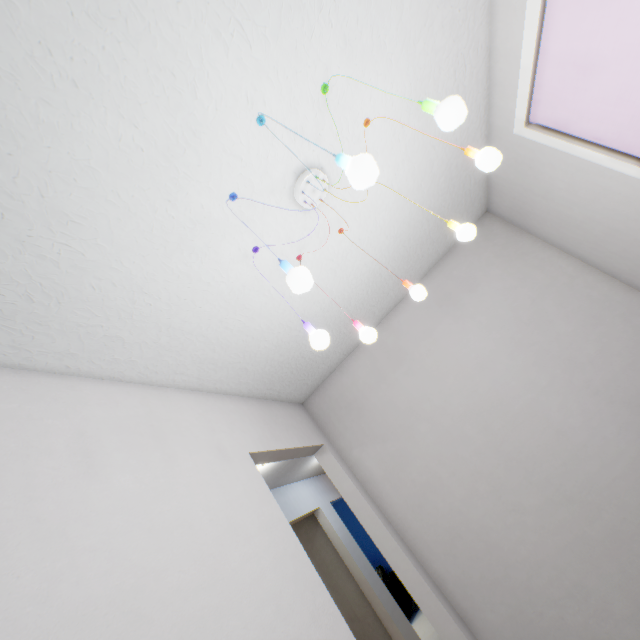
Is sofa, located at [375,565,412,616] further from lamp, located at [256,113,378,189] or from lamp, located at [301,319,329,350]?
lamp, located at [256,113,378,189]

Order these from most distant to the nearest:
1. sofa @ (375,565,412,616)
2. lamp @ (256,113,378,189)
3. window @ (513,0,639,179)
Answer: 1. sofa @ (375,565,412,616)
2. window @ (513,0,639,179)
3. lamp @ (256,113,378,189)

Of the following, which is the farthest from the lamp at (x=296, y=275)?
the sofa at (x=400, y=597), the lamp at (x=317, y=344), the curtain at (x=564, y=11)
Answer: the sofa at (x=400, y=597)

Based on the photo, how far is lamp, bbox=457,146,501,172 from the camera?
1.0 meters

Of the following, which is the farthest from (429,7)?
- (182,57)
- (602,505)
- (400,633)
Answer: (400,633)

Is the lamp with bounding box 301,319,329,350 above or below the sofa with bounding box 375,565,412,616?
above

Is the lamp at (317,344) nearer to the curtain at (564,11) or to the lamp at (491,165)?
the lamp at (491,165)

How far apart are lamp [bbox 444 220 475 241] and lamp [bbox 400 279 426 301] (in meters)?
0.24
